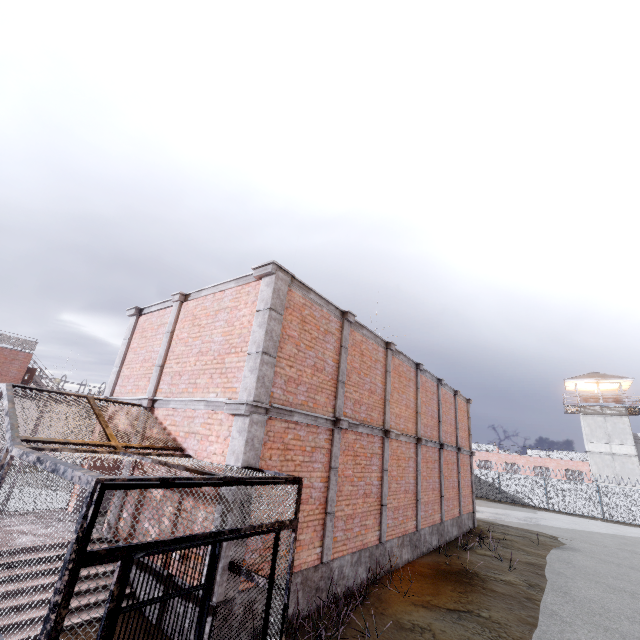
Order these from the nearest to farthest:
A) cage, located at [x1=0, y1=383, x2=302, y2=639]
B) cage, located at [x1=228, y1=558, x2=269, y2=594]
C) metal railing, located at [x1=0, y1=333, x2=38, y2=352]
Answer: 1. cage, located at [x1=0, y1=383, x2=302, y2=639]
2. cage, located at [x1=228, y1=558, x2=269, y2=594]
3. metal railing, located at [x1=0, y1=333, x2=38, y2=352]

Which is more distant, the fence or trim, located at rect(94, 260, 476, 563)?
the fence

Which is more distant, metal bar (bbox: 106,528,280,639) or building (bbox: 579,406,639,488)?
building (bbox: 579,406,639,488)

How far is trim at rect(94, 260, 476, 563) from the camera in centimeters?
634cm

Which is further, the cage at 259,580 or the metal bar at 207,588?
the cage at 259,580

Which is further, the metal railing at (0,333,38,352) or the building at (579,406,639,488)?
the building at (579,406,639,488)

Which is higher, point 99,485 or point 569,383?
point 569,383

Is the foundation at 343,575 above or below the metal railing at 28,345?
below
